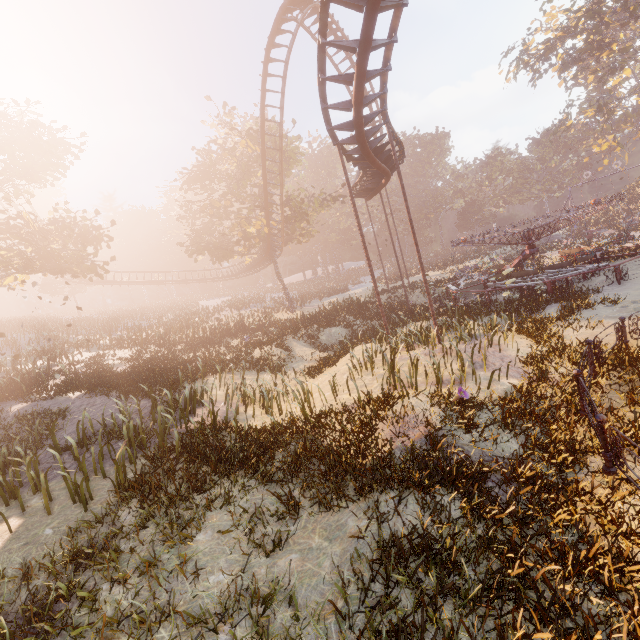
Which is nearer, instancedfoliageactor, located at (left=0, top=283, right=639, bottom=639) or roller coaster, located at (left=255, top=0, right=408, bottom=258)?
instancedfoliageactor, located at (left=0, top=283, right=639, bottom=639)

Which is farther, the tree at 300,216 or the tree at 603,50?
the tree at 603,50

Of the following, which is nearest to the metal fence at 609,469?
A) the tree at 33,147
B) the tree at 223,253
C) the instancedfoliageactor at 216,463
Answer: the instancedfoliageactor at 216,463

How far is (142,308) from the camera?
49.7m

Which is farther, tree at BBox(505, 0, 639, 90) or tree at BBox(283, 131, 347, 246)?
tree at BBox(505, 0, 639, 90)

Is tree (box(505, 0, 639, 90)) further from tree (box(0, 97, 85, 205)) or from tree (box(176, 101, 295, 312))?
tree (box(0, 97, 85, 205))

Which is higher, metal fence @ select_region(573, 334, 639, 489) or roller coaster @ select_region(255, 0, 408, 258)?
roller coaster @ select_region(255, 0, 408, 258)

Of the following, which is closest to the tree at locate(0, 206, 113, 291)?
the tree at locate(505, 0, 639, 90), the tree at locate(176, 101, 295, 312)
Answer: the tree at locate(176, 101, 295, 312)
